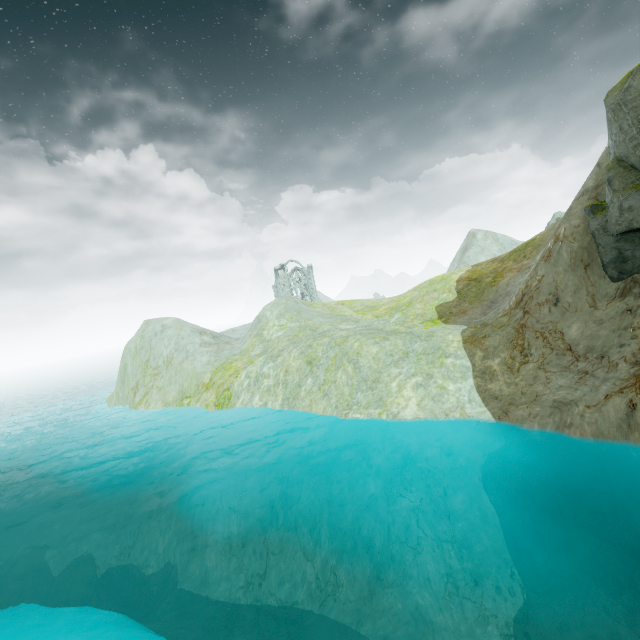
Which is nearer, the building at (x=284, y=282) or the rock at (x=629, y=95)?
the rock at (x=629, y=95)

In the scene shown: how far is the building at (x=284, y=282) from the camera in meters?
59.2

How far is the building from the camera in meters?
59.2

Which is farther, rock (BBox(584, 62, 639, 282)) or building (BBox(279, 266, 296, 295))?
building (BBox(279, 266, 296, 295))

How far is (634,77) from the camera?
12.0m
